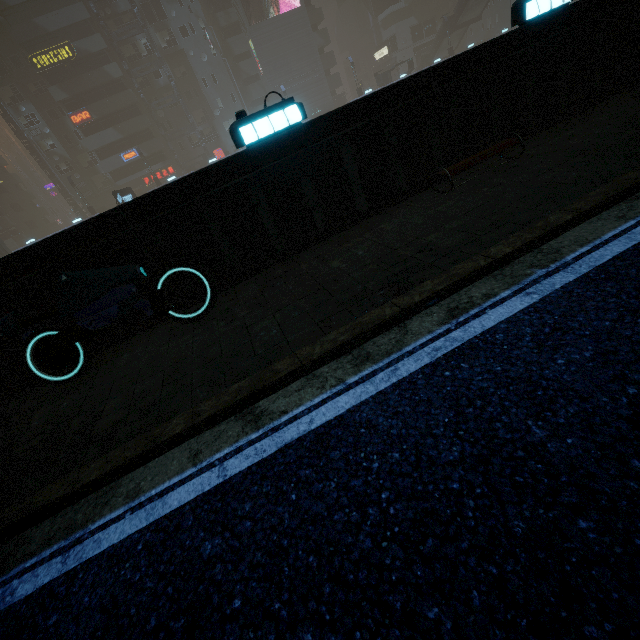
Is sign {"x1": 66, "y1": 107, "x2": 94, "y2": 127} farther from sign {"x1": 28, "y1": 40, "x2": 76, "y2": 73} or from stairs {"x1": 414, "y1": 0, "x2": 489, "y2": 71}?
stairs {"x1": 414, "y1": 0, "x2": 489, "y2": 71}

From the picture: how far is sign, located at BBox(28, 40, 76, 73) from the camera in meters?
38.6

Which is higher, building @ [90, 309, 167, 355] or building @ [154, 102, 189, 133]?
building @ [154, 102, 189, 133]

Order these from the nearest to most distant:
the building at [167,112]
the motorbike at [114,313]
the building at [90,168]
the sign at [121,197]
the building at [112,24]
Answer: the motorbike at [114,313], the building at [90,168], the sign at [121,197], the building at [112,24], the building at [167,112]

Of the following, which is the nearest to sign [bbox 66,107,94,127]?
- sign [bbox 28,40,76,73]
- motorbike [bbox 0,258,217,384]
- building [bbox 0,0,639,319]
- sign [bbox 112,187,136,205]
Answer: building [bbox 0,0,639,319]

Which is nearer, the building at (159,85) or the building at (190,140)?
the building at (159,85)

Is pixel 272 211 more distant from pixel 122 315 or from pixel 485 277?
pixel 485 277

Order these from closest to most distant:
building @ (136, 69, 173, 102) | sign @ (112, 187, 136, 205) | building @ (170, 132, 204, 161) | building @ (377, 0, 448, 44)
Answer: sign @ (112, 187, 136, 205)
building @ (136, 69, 173, 102)
building @ (170, 132, 204, 161)
building @ (377, 0, 448, 44)
